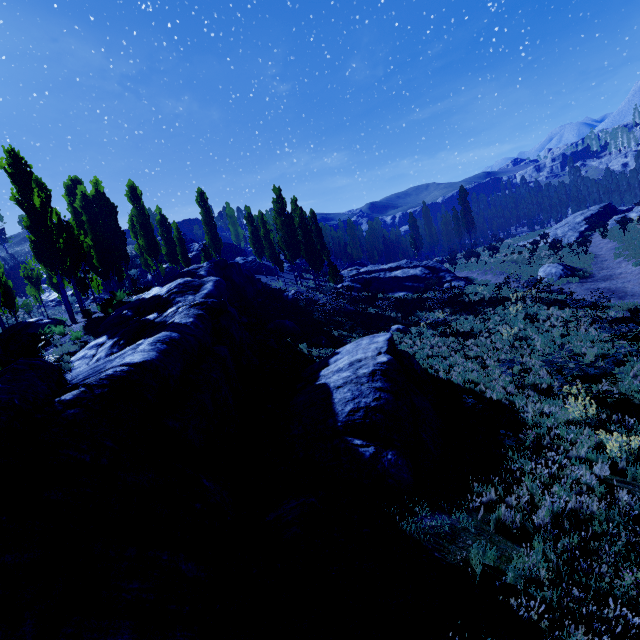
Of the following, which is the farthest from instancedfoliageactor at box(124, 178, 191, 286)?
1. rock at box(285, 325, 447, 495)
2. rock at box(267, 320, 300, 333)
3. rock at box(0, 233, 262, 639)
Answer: rock at box(267, 320, 300, 333)

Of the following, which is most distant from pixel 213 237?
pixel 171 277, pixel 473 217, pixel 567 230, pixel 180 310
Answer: pixel 473 217

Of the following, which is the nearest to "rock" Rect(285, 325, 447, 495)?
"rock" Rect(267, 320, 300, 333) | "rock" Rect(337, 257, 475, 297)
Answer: "rock" Rect(267, 320, 300, 333)

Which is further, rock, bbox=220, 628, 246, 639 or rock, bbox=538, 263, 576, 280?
rock, bbox=538, 263, 576, 280

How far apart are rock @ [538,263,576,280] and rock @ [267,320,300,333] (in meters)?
20.72

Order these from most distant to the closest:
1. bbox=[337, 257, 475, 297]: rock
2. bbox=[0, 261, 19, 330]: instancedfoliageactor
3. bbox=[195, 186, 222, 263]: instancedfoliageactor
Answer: bbox=[195, 186, 222, 263]: instancedfoliageactor → bbox=[337, 257, 475, 297]: rock → bbox=[0, 261, 19, 330]: instancedfoliageactor

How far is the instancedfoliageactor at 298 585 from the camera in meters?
4.5 m
